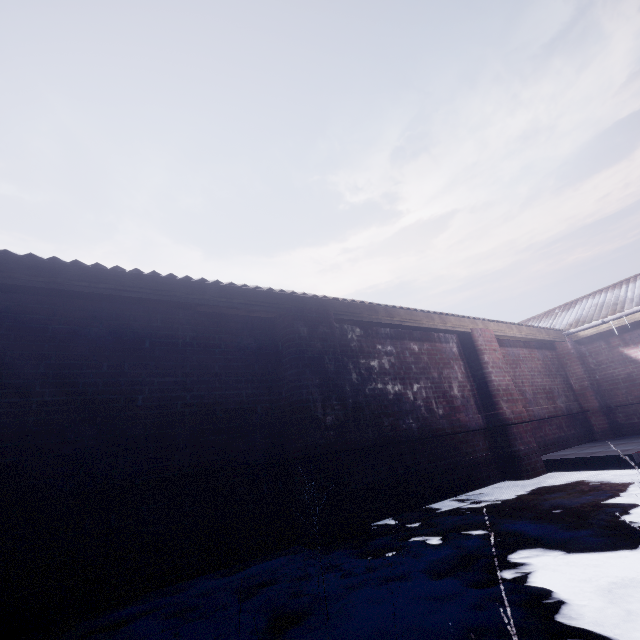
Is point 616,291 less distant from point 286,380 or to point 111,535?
point 286,380
